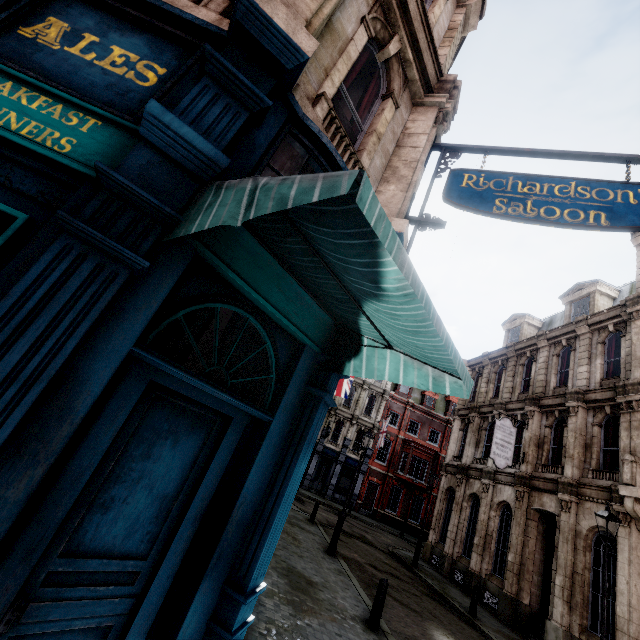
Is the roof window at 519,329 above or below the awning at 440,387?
above

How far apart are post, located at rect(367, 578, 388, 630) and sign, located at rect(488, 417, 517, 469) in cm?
1027

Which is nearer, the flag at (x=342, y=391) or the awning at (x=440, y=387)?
the awning at (x=440, y=387)

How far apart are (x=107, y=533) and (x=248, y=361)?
1.9m

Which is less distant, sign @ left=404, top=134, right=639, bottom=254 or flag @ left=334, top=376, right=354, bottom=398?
sign @ left=404, top=134, right=639, bottom=254

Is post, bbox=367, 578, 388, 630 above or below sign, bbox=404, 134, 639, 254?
below

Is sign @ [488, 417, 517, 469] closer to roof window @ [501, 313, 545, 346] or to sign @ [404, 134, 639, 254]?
roof window @ [501, 313, 545, 346]

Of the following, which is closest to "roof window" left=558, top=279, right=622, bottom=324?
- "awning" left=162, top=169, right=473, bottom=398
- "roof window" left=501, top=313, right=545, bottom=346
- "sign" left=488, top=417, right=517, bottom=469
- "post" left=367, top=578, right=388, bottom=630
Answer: "roof window" left=501, top=313, right=545, bottom=346
